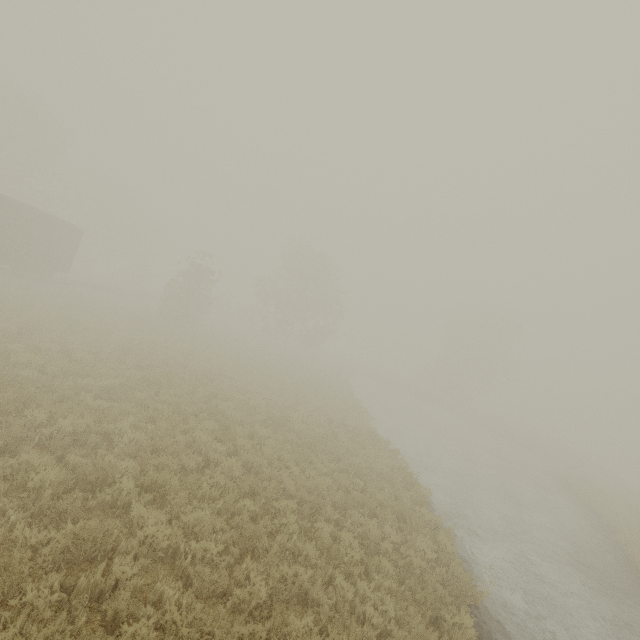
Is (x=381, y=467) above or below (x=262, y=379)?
above
